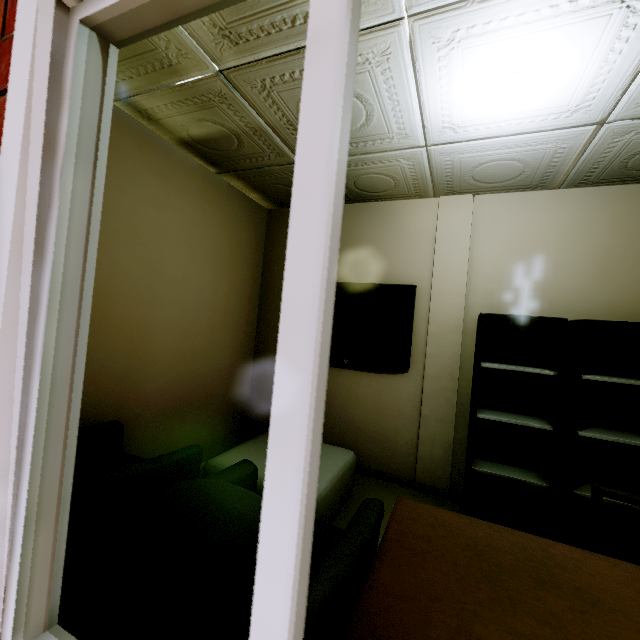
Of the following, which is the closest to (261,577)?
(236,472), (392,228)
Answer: (236,472)

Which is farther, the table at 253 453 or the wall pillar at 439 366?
the wall pillar at 439 366

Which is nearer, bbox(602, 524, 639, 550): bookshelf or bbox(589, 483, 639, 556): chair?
bbox(589, 483, 639, 556): chair

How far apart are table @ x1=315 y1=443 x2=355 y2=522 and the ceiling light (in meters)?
2.57

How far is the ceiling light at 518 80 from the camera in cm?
159

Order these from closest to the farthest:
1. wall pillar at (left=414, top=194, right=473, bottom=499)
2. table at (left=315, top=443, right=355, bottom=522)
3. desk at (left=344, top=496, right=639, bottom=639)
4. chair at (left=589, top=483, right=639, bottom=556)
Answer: desk at (left=344, top=496, right=639, bottom=639), chair at (left=589, top=483, right=639, bottom=556), table at (left=315, top=443, right=355, bottom=522), wall pillar at (left=414, top=194, right=473, bottom=499)

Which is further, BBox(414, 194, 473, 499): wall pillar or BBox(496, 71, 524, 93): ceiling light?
BBox(414, 194, 473, 499): wall pillar

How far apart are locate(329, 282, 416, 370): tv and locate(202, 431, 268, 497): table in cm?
82
